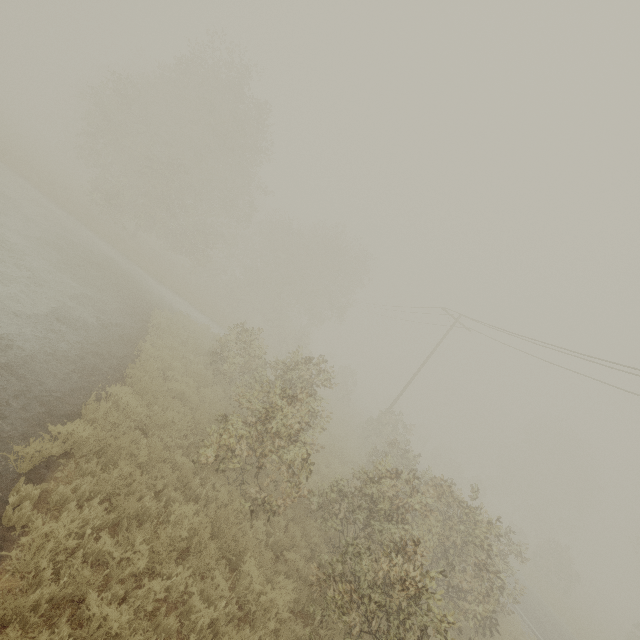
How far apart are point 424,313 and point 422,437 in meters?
26.8 m
